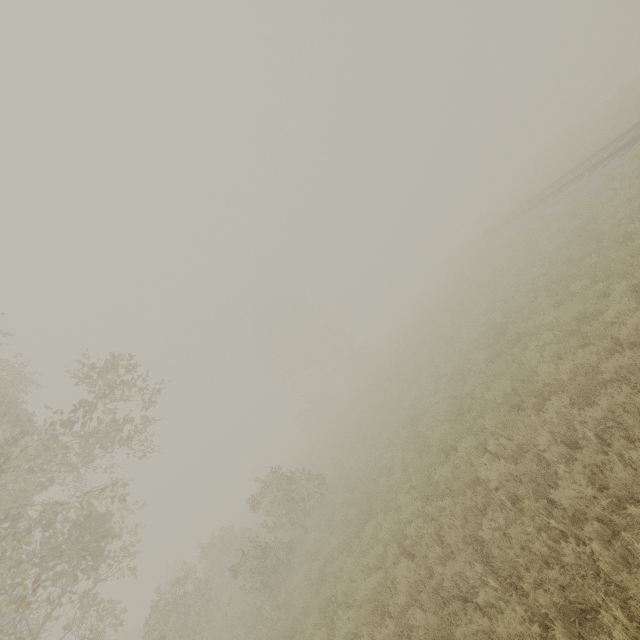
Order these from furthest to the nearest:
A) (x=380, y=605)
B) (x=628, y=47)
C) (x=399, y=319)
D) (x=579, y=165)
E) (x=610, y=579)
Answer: (x=399, y=319)
(x=628, y=47)
(x=579, y=165)
(x=380, y=605)
(x=610, y=579)
